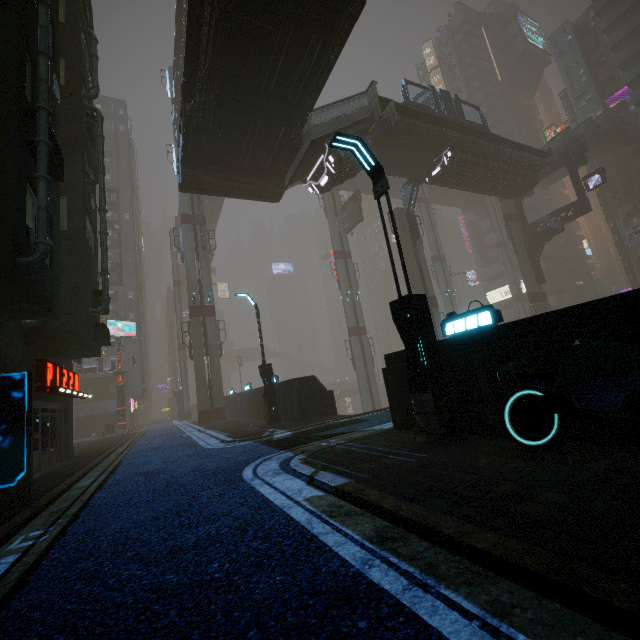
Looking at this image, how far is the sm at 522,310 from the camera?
49.5m

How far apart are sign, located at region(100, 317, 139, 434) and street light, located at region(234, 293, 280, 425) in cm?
2422

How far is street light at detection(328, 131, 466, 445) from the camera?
6.2m

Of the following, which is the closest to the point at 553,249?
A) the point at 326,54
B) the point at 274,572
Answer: the point at 326,54

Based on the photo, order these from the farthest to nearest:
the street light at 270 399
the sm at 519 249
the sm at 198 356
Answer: the sm at 519 249 < the sm at 198 356 < the street light at 270 399

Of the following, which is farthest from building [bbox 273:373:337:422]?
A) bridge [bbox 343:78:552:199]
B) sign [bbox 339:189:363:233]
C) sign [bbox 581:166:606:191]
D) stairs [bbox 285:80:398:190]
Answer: sign [bbox 339:189:363:233]

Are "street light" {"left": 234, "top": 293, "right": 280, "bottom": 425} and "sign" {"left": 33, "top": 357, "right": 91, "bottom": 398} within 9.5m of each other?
yes

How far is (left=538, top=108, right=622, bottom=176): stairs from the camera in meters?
28.9 m
